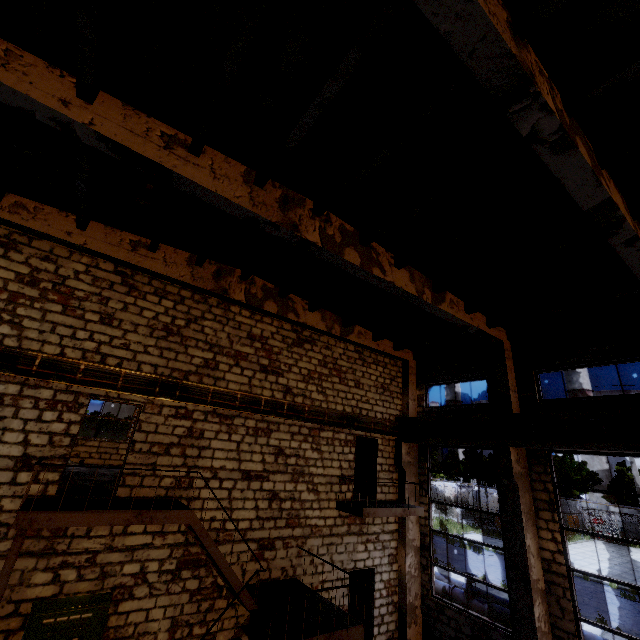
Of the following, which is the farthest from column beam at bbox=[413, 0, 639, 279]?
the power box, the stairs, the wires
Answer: the power box

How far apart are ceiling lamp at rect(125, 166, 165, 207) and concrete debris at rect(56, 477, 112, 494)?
6.93m

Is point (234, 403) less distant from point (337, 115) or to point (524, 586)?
point (337, 115)

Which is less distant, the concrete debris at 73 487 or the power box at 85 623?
the power box at 85 623

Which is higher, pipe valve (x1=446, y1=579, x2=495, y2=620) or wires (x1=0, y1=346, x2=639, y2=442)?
wires (x1=0, y1=346, x2=639, y2=442)

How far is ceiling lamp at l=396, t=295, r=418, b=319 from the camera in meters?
8.8

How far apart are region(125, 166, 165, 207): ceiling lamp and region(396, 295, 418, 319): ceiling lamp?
6.2 meters

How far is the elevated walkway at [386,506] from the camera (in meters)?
10.30
